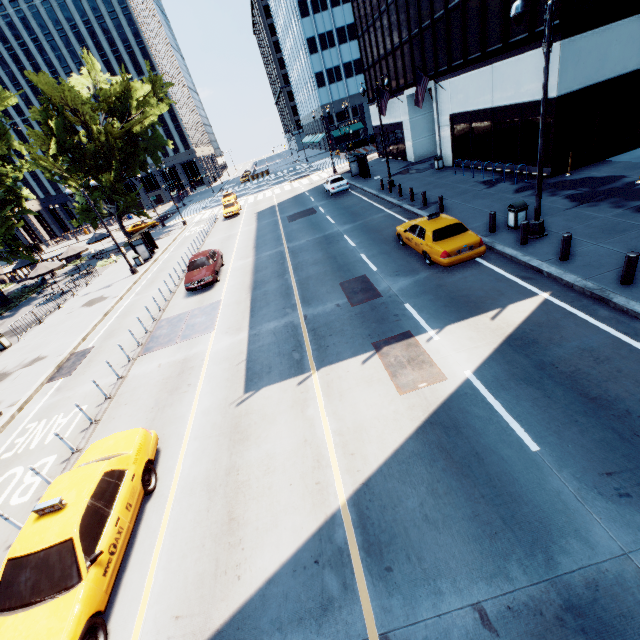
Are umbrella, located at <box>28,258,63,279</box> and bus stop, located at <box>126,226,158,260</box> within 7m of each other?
yes

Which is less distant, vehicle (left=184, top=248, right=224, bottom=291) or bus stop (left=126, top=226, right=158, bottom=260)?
vehicle (left=184, top=248, right=224, bottom=291)

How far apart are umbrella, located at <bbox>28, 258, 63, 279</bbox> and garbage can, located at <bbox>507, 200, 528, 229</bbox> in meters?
33.2 m

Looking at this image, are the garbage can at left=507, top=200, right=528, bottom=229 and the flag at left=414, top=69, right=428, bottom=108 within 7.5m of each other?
no

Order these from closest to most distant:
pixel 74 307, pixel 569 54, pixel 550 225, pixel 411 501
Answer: pixel 411 501 < pixel 550 225 < pixel 569 54 < pixel 74 307

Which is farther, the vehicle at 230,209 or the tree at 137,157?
Answer: the vehicle at 230,209

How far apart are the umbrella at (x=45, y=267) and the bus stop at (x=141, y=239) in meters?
5.7

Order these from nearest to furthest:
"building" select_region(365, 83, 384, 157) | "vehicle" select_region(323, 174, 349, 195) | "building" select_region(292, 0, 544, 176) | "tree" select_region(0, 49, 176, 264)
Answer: "building" select_region(292, 0, 544, 176)
"vehicle" select_region(323, 174, 349, 195)
"tree" select_region(0, 49, 176, 264)
"building" select_region(365, 83, 384, 157)
